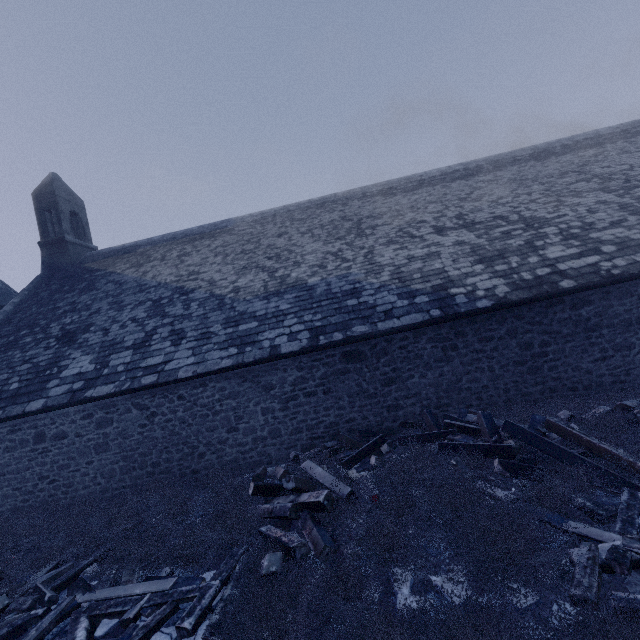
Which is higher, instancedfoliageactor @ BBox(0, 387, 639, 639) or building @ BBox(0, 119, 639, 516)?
building @ BBox(0, 119, 639, 516)

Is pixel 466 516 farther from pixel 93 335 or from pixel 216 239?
pixel 216 239

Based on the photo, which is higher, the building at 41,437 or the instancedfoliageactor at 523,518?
the building at 41,437

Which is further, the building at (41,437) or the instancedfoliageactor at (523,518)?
the building at (41,437)

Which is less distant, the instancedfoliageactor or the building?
the instancedfoliageactor
